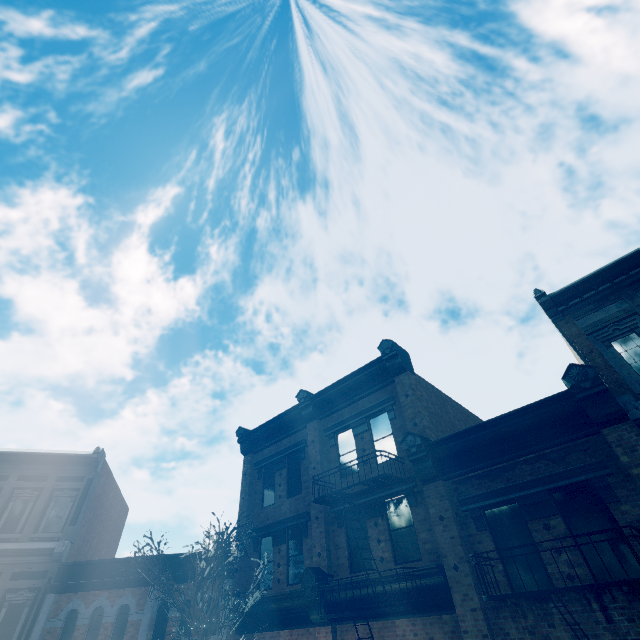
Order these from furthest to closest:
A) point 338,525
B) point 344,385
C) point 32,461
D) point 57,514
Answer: point 32,461, point 57,514, point 344,385, point 338,525

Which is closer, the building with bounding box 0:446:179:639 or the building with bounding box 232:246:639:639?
the building with bounding box 232:246:639:639

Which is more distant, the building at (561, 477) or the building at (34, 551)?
the building at (34, 551)
